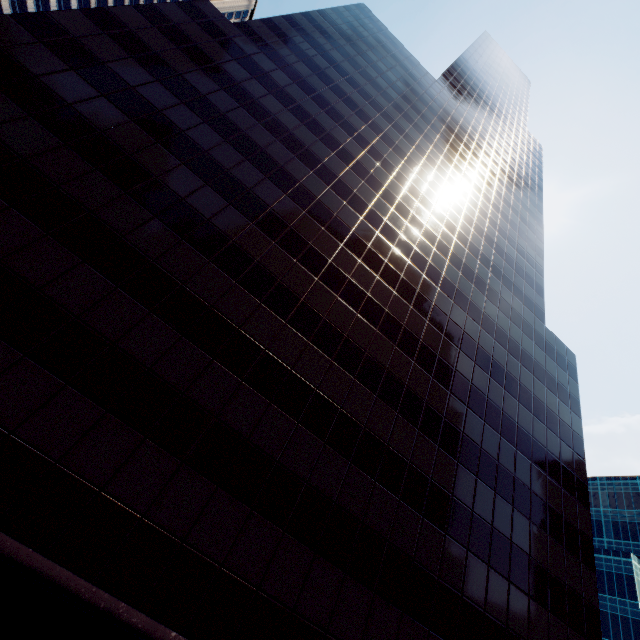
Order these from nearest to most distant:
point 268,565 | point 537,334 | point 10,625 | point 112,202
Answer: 1. point 10,625
2. point 268,565
3. point 112,202
4. point 537,334
